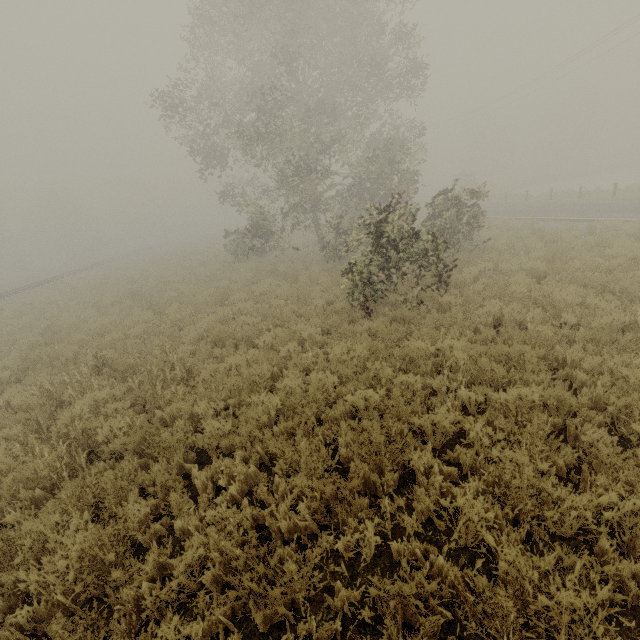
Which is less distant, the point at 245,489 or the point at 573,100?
the point at 245,489

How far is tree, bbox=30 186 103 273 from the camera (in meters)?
53.25

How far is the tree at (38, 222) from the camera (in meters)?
53.25
